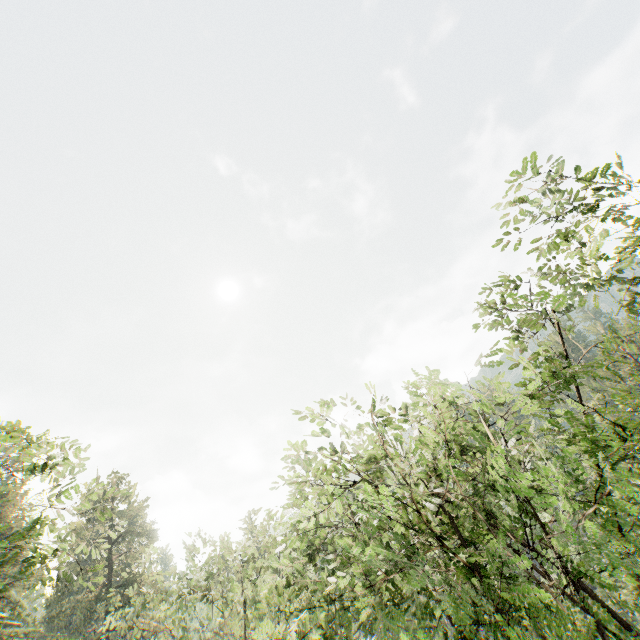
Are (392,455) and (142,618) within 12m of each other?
no
